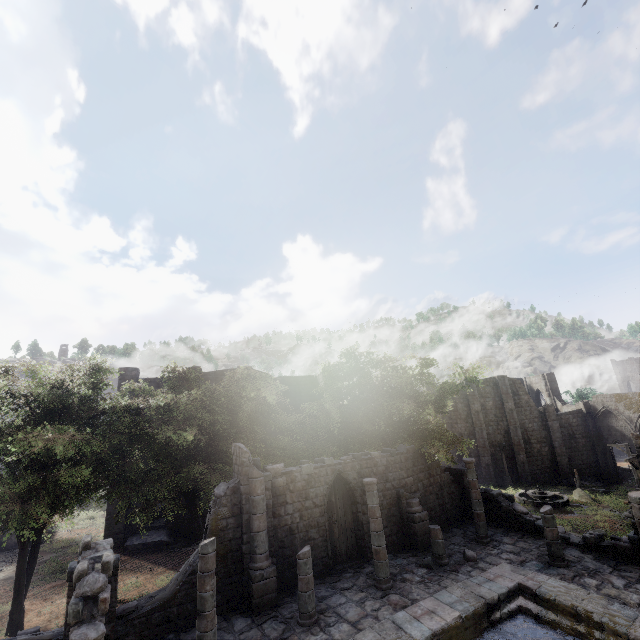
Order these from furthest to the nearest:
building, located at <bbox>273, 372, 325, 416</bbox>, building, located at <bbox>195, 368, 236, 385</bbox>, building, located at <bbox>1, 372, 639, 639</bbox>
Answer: building, located at <bbox>273, 372, 325, 416</bbox>, building, located at <bbox>195, 368, 236, 385</bbox>, building, located at <bbox>1, 372, 639, 639</bbox>

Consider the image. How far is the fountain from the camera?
26.9 meters

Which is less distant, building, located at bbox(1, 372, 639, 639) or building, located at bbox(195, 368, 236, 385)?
building, located at bbox(1, 372, 639, 639)

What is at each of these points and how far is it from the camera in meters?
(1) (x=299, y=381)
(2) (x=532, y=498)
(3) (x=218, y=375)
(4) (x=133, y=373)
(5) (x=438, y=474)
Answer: (1) building, 39.8
(2) fountain, 28.8
(3) building, 28.2
(4) building, 26.1
(5) building, 19.5

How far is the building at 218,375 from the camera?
27.8m

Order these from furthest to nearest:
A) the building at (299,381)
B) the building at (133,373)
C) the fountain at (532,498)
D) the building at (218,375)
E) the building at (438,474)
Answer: the building at (299,381), the building at (218,375), the fountain at (532,498), the building at (133,373), the building at (438,474)

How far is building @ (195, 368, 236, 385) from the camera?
27.8m
